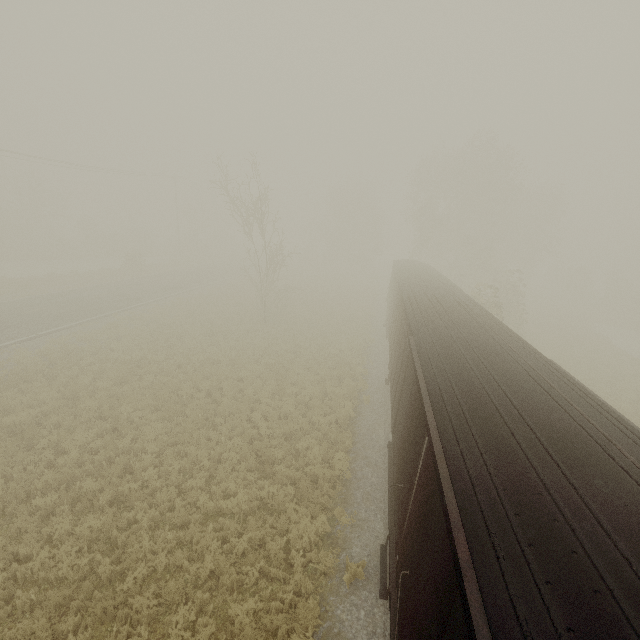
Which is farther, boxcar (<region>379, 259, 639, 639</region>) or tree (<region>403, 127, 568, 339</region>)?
tree (<region>403, 127, 568, 339</region>)

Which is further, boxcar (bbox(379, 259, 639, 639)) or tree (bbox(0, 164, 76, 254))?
tree (bbox(0, 164, 76, 254))

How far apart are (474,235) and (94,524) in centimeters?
5108cm

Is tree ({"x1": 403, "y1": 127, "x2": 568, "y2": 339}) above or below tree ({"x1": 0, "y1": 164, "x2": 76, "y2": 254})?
above

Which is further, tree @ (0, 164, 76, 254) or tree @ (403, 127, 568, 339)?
tree @ (0, 164, 76, 254)

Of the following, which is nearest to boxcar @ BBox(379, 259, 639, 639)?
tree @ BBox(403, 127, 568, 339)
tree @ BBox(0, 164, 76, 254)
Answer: tree @ BBox(403, 127, 568, 339)

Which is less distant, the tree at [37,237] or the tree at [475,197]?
the tree at [475,197]

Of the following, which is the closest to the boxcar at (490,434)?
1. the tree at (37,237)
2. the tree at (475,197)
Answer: the tree at (475,197)
